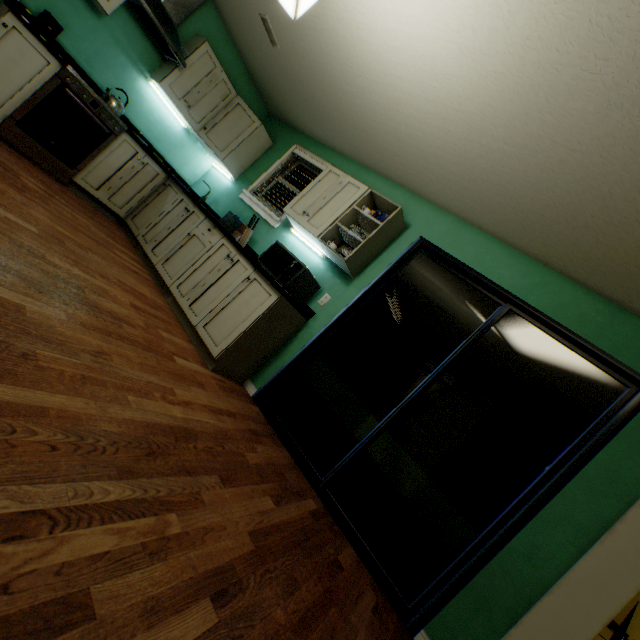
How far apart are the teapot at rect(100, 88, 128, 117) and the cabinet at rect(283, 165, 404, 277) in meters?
1.9

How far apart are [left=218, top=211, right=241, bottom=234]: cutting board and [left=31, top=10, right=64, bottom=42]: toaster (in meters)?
1.93

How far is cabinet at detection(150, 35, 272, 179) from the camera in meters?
3.5

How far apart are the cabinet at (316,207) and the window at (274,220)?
0.3m

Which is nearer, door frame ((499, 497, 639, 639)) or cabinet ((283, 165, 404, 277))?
door frame ((499, 497, 639, 639))

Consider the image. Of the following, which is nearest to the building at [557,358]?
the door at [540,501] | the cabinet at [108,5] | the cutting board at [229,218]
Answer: the door at [540,501]

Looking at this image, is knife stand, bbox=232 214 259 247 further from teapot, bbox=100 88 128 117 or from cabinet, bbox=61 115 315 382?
teapot, bbox=100 88 128 117

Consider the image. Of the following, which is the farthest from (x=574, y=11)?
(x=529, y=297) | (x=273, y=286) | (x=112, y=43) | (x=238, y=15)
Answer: (x=112, y=43)
